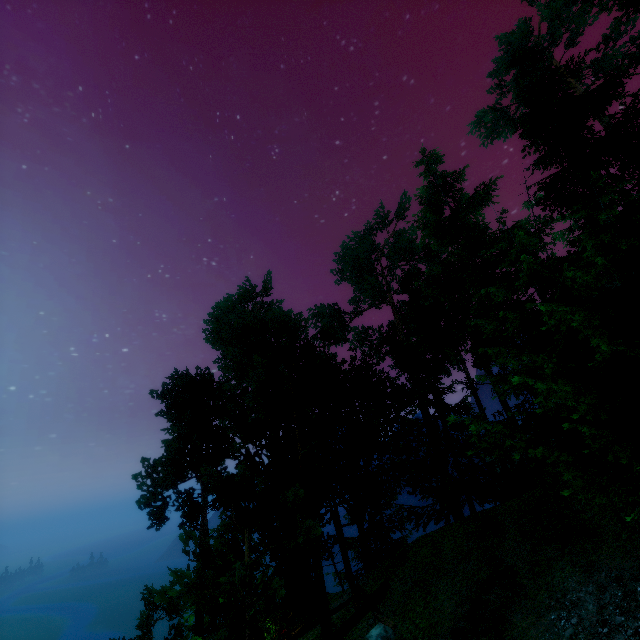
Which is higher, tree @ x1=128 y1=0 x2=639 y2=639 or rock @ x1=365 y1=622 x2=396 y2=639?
tree @ x1=128 y1=0 x2=639 y2=639

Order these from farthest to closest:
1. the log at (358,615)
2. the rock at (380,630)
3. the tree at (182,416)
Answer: the log at (358,615)
the rock at (380,630)
the tree at (182,416)

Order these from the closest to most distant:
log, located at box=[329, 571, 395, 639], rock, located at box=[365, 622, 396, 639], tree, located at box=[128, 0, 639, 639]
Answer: tree, located at box=[128, 0, 639, 639] → rock, located at box=[365, 622, 396, 639] → log, located at box=[329, 571, 395, 639]

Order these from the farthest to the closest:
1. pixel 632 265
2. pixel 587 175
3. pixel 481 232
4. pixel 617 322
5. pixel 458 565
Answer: pixel 481 232
pixel 587 175
pixel 458 565
pixel 617 322
pixel 632 265

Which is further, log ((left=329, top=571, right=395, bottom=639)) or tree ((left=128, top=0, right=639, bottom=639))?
log ((left=329, top=571, right=395, bottom=639))

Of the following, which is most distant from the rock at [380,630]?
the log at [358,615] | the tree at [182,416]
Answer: the tree at [182,416]

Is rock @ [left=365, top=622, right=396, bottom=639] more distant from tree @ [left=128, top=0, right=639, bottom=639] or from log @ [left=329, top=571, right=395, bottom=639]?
tree @ [left=128, top=0, right=639, bottom=639]
